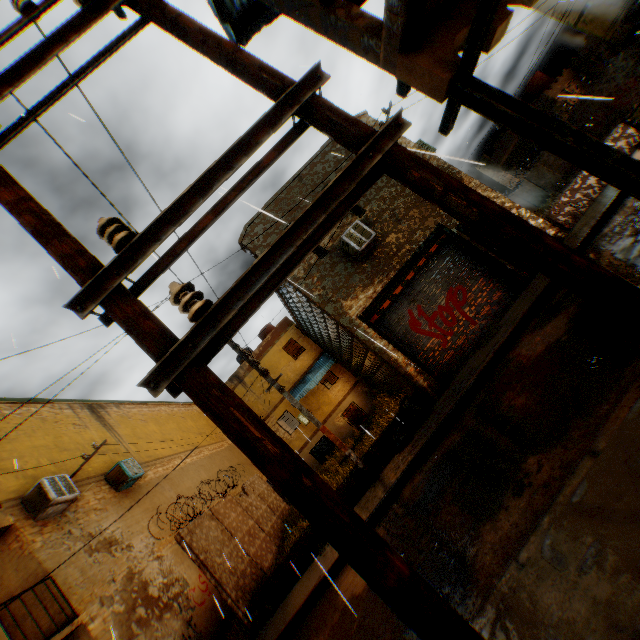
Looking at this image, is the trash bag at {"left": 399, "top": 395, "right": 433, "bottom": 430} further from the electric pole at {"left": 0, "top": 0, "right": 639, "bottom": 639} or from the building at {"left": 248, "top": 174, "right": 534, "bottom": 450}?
the electric pole at {"left": 0, "top": 0, "right": 639, "bottom": 639}

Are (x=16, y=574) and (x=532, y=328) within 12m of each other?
no

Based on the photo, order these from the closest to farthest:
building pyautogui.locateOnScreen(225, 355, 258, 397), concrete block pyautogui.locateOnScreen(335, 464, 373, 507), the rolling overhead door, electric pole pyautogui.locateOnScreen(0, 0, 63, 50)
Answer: electric pole pyautogui.locateOnScreen(0, 0, 63, 50) < concrete block pyautogui.locateOnScreen(335, 464, 373, 507) < the rolling overhead door < building pyautogui.locateOnScreen(225, 355, 258, 397)

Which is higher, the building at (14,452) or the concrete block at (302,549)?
the building at (14,452)

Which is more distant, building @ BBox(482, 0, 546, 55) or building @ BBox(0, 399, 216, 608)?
building @ BBox(0, 399, 216, 608)

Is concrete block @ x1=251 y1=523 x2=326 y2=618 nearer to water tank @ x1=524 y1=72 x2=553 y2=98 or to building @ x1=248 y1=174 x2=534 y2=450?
building @ x1=248 y1=174 x2=534 y2=450

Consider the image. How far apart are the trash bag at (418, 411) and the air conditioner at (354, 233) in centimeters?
223cm

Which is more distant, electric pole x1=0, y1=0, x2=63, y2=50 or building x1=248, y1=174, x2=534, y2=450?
building x1=248, y1=174, x2=534, y2=450
